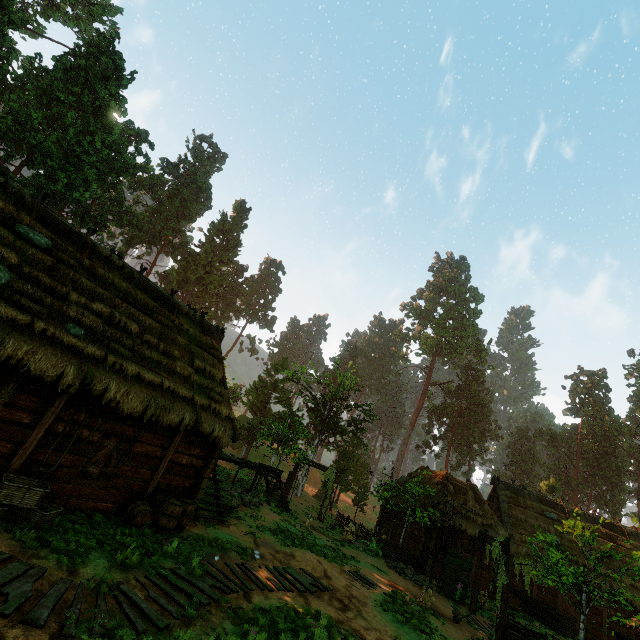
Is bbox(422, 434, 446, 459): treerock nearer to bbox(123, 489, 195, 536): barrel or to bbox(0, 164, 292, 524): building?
bbox(0, 164, 292, 524): building

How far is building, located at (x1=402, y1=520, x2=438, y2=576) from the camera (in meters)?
20.09

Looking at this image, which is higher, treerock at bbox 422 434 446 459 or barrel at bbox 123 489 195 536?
treerock at bbox 422 434 446 459

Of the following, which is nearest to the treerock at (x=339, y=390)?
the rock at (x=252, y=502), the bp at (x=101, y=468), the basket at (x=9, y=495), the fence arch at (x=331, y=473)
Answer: the fence arch at (x=331, y=473)

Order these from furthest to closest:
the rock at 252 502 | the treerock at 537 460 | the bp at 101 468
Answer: the treerock at 537 460 → the rock at 252 502 → the bp at 101 468

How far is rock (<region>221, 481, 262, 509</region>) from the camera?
16.41m

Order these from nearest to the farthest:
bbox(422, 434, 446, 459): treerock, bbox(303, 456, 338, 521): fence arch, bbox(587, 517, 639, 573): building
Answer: bbox(587, 517, 639, 573): building, bbox(303, 456, 338, 521): fence arch, bbox(422, 434, 446, 459): treerock

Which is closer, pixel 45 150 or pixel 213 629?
pixel 213 629
